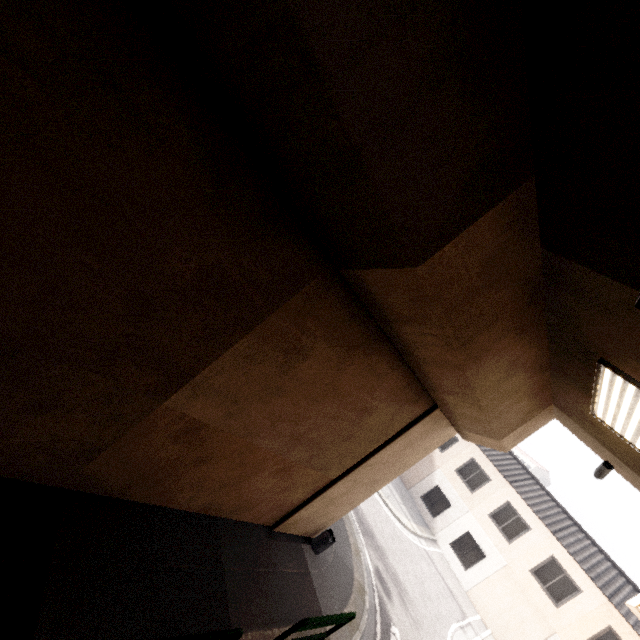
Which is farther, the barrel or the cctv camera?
the barrel

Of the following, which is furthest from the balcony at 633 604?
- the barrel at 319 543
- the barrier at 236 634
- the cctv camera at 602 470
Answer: the barrier at 236 634

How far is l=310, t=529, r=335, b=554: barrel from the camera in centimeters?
858cm

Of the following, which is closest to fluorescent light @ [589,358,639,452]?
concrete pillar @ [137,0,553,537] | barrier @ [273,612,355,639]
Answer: concrete pillar @ [137,0,553,537]

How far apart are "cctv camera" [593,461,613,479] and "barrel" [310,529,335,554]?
6.4 meters

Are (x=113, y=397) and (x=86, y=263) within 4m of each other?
yes

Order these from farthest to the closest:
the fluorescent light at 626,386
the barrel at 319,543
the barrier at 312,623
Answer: the barrel at 319,543 < the barrier at 312,623 < the fluorescent light at 626,386

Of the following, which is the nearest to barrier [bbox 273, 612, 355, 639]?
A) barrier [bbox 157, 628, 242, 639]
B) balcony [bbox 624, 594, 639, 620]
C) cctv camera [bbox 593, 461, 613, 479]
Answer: barrier [bbox 157, 628, 242, 639]
